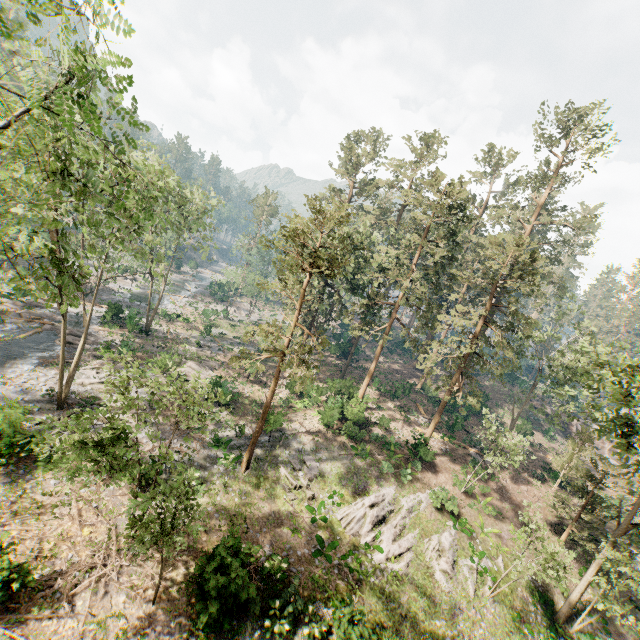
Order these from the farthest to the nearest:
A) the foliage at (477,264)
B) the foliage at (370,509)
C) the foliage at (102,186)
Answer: the foliage at (370,509) < the foliage at (477,264) < the foliage at (102,186)

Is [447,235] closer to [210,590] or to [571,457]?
[571,457]

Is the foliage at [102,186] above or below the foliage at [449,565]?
above

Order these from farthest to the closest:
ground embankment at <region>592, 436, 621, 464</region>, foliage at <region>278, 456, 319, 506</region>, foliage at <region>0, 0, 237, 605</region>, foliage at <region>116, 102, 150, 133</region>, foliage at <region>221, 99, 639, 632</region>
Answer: ground embankment at <region>592, 436, 621, 464</region> < foliage at <region>278, 456, 319, 506</region> < foliage at <region>221, 99, 639, 632</region> < foliage at <region>0, 0, 237, 605</region> < foliage at <region>116, 102, 150, 133</region>

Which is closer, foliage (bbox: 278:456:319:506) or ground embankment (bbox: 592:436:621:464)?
foliage (bbox: 278:456:319:506)

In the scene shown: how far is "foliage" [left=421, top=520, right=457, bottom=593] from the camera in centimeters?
1892cm
